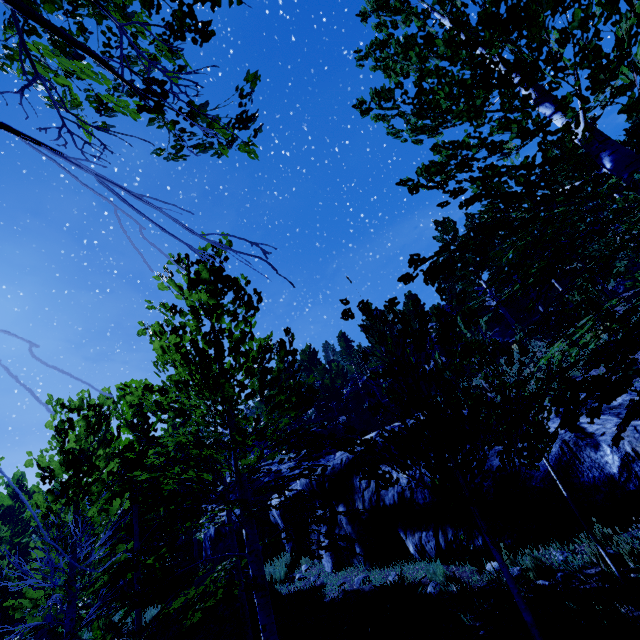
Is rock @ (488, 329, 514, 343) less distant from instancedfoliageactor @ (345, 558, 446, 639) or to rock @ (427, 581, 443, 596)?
instancedfoliageactor @ (345, 558, 446, 639)

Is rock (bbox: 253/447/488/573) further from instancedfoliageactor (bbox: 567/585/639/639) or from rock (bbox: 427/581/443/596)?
rock (bbox: 427/581/443/596)

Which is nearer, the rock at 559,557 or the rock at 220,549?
the rock at 559,557

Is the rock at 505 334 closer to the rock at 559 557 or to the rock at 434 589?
the rock at 559 557

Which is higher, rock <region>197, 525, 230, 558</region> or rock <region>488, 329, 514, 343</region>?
rock <region>488, 329, 514, 343</region>

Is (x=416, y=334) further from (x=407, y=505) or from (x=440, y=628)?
(x=407, y=505)

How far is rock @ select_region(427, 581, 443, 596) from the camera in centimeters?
619cm

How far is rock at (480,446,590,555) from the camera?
5.97m
